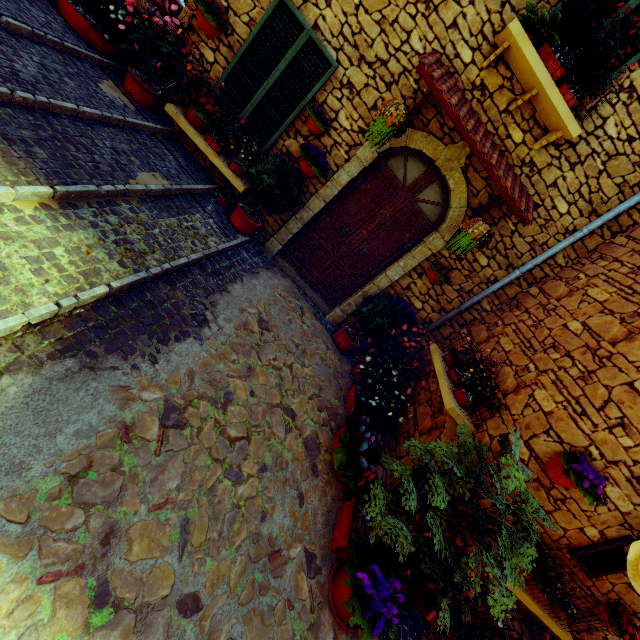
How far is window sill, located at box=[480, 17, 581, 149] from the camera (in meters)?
3.66

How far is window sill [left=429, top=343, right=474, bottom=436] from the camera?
3.94m

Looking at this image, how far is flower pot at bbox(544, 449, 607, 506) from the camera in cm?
314

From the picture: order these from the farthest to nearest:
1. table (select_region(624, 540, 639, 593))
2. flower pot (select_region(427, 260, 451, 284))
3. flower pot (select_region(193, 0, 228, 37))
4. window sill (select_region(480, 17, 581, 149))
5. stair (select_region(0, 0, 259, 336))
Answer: flower pot (select_region(427, 260, 451, 284)) < flower pot (select_region(193, 0, 228, 37)) < window sill (select_region(480, 17, 581, 149)) < table (select_region(624, 540, 639, 593)) < stair (select_region(0, 0, 259, 336))

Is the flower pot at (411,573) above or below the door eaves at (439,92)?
below

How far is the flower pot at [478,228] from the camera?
4.4 meters

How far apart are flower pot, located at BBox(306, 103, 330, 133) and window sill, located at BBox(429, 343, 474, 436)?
3.6m

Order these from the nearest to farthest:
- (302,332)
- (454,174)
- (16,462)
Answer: (16,462) → (454,174) → (302,332)
